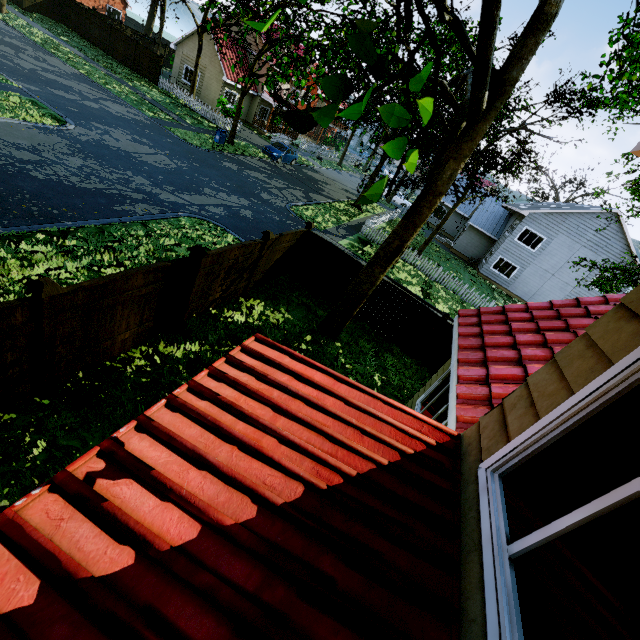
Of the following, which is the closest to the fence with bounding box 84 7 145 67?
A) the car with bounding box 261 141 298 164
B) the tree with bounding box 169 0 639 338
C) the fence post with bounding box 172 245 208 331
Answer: the fence post with bounding box 172 245 208 331

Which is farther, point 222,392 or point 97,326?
point 97,326

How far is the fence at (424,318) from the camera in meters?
11.0 m

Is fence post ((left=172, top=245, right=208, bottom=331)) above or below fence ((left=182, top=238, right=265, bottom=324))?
above

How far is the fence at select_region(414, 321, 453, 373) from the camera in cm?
1085

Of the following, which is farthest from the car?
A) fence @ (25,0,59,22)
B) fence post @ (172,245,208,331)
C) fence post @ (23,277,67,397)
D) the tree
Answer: fence post @ (23,277,67,397)

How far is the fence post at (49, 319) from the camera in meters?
4.1

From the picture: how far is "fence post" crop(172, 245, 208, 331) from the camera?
6.5 meters
